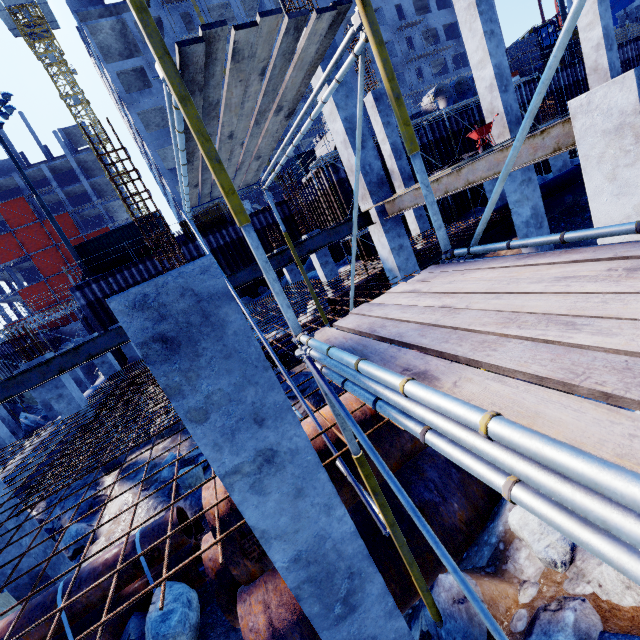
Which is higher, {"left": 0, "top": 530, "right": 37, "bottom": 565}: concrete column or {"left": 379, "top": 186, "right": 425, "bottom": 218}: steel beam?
{"left": 379, "top": 186, "right": 425, "bottom": 218}: steel beam

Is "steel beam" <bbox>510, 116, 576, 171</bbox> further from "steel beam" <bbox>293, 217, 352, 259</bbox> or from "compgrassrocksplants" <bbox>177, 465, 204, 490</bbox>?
"compgrassrocksplants" <bbox>177, 465, 204, 490</bbox>

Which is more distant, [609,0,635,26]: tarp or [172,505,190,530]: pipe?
[609,0,635,26]: tarp

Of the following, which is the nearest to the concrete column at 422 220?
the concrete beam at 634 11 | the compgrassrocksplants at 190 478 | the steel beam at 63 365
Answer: the steel beam at 63 365

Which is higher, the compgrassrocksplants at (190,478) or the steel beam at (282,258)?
the steel beam at (282,258)

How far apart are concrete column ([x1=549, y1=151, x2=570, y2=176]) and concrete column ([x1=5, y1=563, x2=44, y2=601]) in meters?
24.8 m

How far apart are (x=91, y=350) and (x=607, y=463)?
7.48m

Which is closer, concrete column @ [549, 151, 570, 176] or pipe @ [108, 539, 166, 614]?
pipe @ [108, 539, 166, 614]
